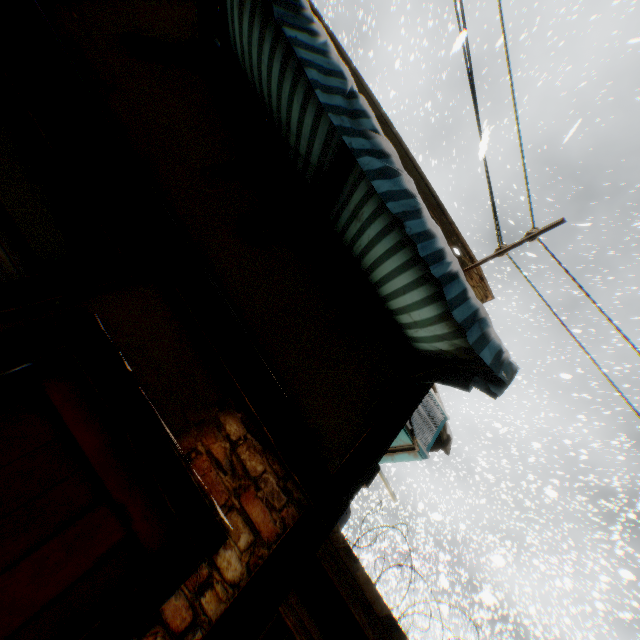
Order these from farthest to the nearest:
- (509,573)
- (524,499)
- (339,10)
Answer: (524,499), (339,10), (509,573)

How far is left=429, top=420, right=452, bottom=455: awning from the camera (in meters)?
4.74

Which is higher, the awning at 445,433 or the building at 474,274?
the building at 474,274

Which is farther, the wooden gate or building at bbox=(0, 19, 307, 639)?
the wooden gate

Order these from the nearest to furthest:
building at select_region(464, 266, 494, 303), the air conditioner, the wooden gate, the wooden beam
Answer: the wooden beam < the wooden gate < the air conditioner < building at select_region(464, 266, 494, 303)

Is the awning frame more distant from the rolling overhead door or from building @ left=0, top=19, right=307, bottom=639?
the rolling overhead door

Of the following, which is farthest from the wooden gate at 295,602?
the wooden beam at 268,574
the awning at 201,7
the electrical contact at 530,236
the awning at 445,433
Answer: the electrical contact at 530,236

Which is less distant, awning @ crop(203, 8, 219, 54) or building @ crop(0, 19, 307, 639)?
building @ crop(0, 19, 307, 639)
